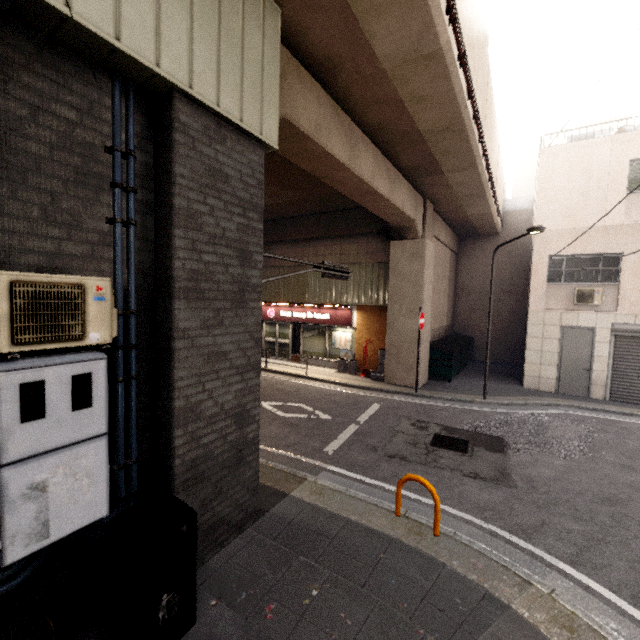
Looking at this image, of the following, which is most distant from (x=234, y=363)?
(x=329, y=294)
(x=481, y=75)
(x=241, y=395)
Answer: (x=329, y=294)

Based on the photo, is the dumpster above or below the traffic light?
below

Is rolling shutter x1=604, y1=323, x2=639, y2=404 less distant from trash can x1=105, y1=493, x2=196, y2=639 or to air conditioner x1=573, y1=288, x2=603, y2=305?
air conditioner x1=573, y1=288, x2=603, y2=305

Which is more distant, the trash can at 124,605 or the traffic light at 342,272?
the traffic light at 342,272

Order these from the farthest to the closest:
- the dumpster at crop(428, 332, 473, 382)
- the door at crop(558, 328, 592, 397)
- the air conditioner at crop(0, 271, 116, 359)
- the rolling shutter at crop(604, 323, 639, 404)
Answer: the dumpster at crop(428, 332, 473, 382) → the door at crop(558, 328, 592, 397) → the rolling shutter at crop(604, 323, 639, 404) → the air conditioner at crop(0, 271, 116, 359)

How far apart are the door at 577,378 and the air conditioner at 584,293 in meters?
0.8

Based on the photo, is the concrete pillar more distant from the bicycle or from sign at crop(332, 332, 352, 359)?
sign at crop(332, 332, 352, 359)

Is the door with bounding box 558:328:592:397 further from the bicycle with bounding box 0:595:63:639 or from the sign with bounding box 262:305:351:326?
the bicycle with bounding box 0:595:63:639
